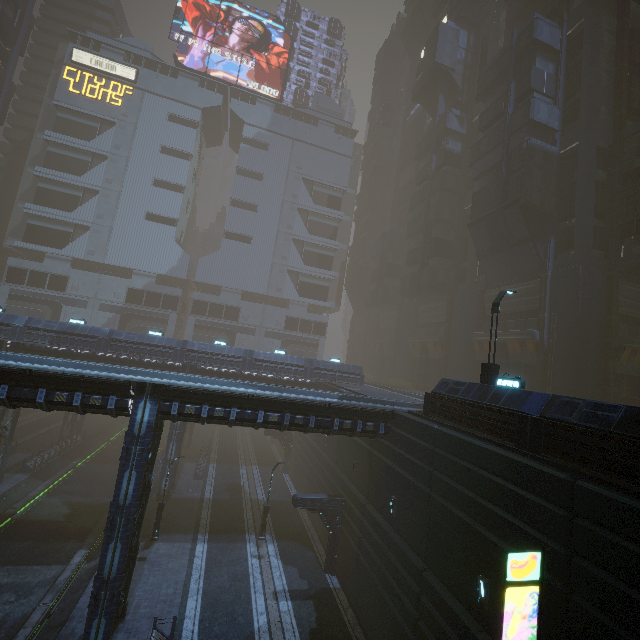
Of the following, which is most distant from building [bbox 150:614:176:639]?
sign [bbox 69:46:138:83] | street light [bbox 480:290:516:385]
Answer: street light [bbox 480:290:516:385]

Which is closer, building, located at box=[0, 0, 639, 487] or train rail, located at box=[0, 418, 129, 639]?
train rail, located at box=[0, 418, 129, 639]

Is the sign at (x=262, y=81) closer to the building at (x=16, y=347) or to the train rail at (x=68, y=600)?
the building at (x=16, y=347)

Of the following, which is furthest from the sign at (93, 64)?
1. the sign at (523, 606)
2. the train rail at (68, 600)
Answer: the sign at (523, 606)

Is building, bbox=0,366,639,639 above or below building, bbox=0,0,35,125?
below

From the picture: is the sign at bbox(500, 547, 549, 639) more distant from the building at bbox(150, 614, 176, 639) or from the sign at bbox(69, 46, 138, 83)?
the sign at bbox(69, 46, 138, 83)

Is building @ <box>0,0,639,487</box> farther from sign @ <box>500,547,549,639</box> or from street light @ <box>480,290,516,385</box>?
street light @ <box>480,290,516,385</box>

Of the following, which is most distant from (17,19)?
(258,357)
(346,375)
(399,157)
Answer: (346,375)
